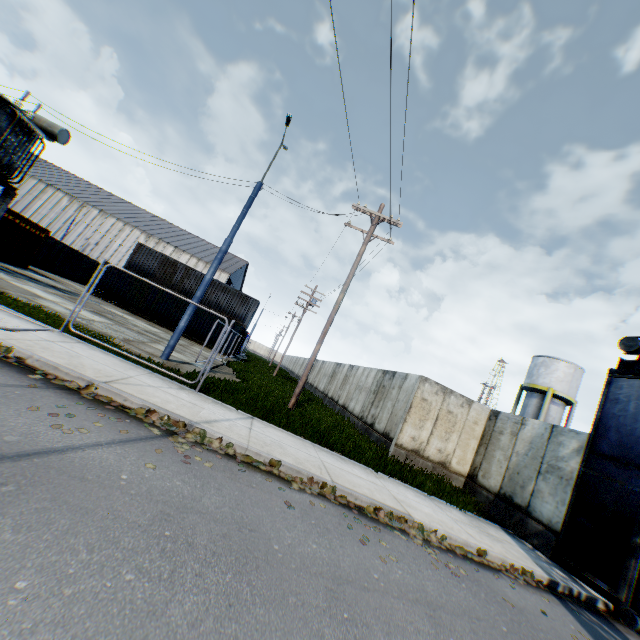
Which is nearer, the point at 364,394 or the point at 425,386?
the point at 425,386

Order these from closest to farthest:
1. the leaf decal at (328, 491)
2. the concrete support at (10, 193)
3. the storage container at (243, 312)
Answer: the leaf decal at (328, 491), the concrete support at (10, 193), the storage container at (243, 312)

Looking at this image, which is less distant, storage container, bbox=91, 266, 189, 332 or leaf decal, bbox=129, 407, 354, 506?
leaf decal, bbox=129, 407, 354, 506

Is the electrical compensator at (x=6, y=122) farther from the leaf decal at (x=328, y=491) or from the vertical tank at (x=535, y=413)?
the vertical tank at (x=535, y=413)

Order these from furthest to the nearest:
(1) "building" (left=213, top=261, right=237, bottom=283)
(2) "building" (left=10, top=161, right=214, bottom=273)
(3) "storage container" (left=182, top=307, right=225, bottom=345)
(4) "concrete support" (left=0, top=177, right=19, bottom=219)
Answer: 1. (1) "building" (left=213, top=261, right=237, bottom=283)
2. (2) "building" (left=10, top=161, right=214, bottom=273)
3. (3) "storage container" (left=182, top=307, right=225, bottom=345)
4. (4) "concrete support" (left=0, top=177, right=19, bottom=219)

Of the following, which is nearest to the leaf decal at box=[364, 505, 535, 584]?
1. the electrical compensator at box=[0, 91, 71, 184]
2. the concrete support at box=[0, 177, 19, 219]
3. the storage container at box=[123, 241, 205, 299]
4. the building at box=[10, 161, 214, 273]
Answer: the concrete support at box=[0, 177, 19, 219]

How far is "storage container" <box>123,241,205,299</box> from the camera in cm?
2936
